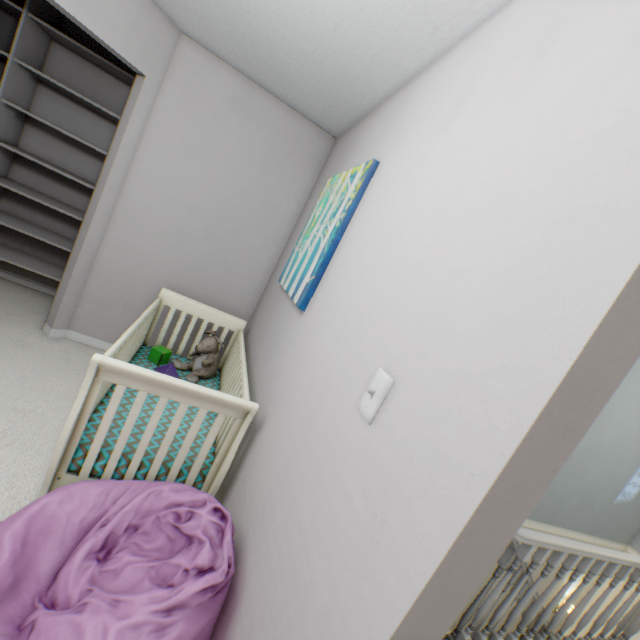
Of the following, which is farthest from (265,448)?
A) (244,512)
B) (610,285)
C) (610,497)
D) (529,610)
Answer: (610,497)

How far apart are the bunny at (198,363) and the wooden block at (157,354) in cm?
7

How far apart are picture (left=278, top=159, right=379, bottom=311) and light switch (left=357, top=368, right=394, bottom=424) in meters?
0.9

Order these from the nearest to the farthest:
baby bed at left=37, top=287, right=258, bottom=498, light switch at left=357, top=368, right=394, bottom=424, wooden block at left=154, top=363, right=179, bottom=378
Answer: light switch at left=357, top=368, right=394, bottom=424 → baby bed at left=37, top=287, right=258, bottom=498 → wooden block at left=154, top=363, right=179, bottom=378

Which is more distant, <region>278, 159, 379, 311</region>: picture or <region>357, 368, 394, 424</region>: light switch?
<region>278, 159, 379, 311</region>: picture

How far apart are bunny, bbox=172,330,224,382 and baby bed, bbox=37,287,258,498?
0.0 meters

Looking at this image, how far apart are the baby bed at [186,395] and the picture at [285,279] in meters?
0.5

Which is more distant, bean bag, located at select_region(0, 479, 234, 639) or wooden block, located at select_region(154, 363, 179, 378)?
wooden block, located at select_region(154, 363, 179, 378)
